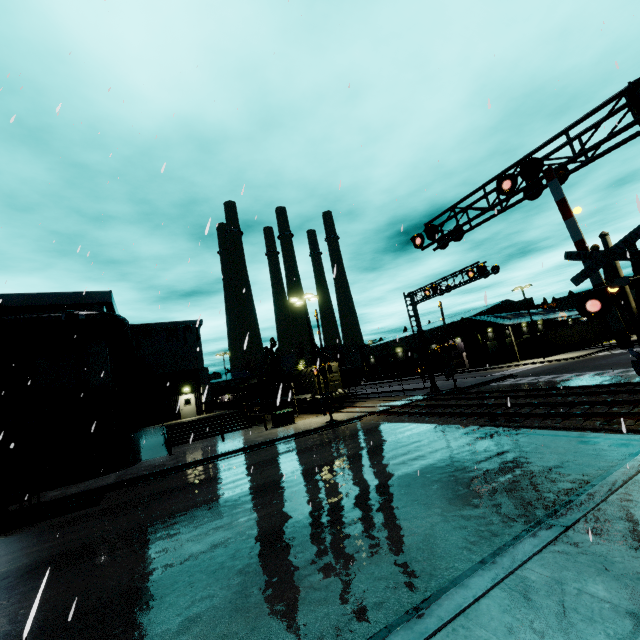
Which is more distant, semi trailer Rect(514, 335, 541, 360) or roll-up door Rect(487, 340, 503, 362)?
roll-up door Rect(487, 340, 503, 362)

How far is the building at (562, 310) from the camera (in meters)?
50.38

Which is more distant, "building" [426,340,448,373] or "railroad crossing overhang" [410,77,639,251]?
"building" [426,340,448,373]

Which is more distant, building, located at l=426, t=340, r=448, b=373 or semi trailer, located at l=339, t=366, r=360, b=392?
building, located at l=426, t=340, r=448, b=373

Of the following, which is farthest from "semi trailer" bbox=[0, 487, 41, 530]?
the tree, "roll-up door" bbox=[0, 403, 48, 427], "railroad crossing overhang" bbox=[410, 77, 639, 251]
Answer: the tree

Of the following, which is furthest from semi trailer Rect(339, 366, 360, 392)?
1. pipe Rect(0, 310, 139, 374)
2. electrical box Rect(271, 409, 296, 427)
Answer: electrical box Rect(271, 409, 296, 427)

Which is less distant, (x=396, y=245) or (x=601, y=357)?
(x=396, y=245)
